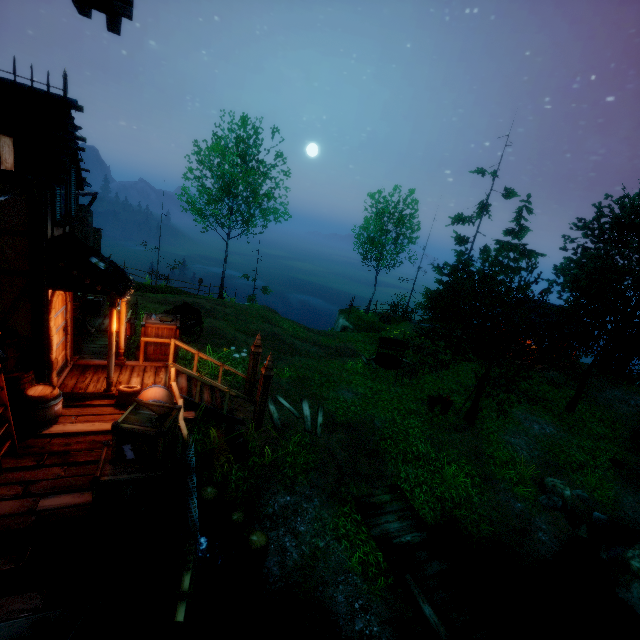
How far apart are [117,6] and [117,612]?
10.1 meters

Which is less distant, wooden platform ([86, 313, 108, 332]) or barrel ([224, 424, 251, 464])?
barrel ([224, 424, 251, 464])

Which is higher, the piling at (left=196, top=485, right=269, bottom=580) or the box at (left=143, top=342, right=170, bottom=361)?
the box at (left=143, top=342, right=170, bottom=361)

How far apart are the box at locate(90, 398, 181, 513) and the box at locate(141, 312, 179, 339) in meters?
4.2

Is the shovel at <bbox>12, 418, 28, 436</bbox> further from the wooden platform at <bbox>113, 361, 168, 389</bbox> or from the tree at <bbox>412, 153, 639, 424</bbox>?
the tree at <bbox>412, 153, 639, 424</bbox>

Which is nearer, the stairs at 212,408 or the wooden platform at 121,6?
the wooden platform at 121,6

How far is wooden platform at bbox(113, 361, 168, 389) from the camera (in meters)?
8.77

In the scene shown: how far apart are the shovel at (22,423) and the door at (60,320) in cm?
149
